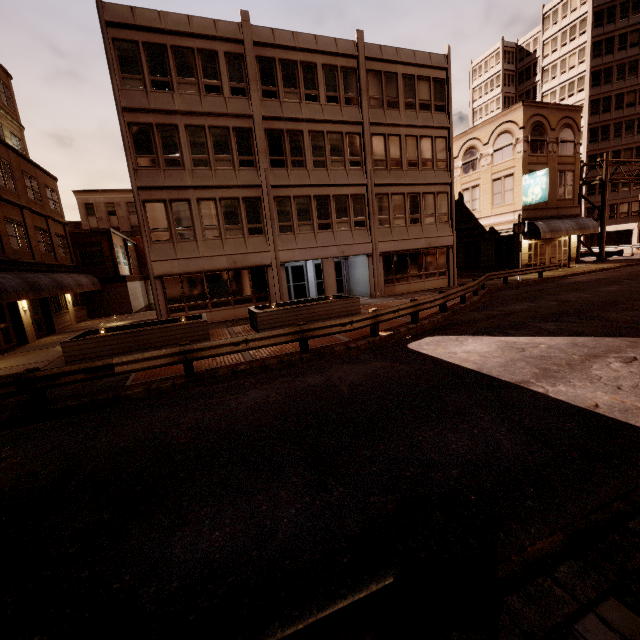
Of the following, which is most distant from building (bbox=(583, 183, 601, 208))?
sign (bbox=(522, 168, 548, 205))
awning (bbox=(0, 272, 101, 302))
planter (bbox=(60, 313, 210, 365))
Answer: awning (bbox=(0, 272, 101, 302))

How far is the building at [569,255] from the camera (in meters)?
27.14

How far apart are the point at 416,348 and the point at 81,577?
8.9 meters

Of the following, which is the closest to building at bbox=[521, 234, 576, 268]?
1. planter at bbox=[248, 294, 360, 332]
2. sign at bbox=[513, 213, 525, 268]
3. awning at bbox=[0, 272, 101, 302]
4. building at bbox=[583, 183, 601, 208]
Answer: planter at bbox=[248, 294, 360, 332]

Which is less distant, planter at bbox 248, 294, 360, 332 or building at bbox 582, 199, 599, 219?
planter at bbox 248, 294, 360, 332

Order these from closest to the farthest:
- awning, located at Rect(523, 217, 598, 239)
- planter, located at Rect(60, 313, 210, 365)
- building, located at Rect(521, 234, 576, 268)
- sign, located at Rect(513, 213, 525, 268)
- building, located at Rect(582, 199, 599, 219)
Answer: planter, located at Rect(60, 313, 210, 365)
sign, located at Rect(513, 213, 525, 268)
awning, located at Rect(523, 217, 598, 239)
building, located at Rect(521, 234, 576, 268)
building, located at Rect(582, 199, 599, 219)

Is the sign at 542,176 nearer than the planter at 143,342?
No

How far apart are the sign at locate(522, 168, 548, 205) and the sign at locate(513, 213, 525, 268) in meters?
3.5
